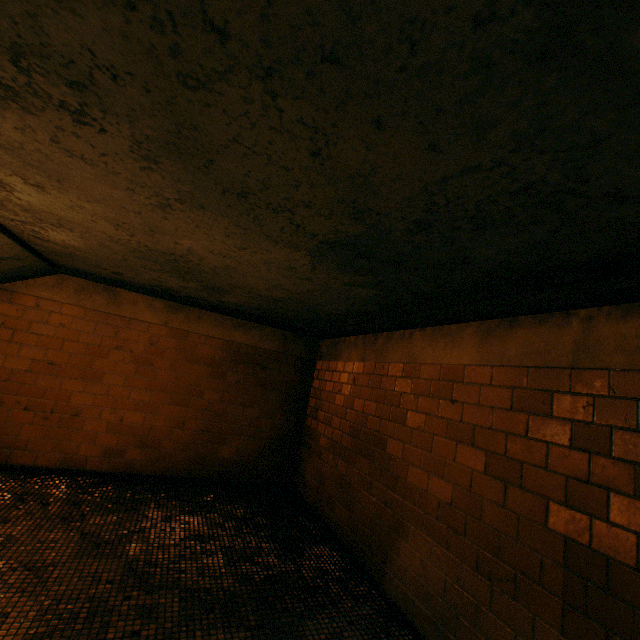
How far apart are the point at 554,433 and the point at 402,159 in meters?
1.8 m
